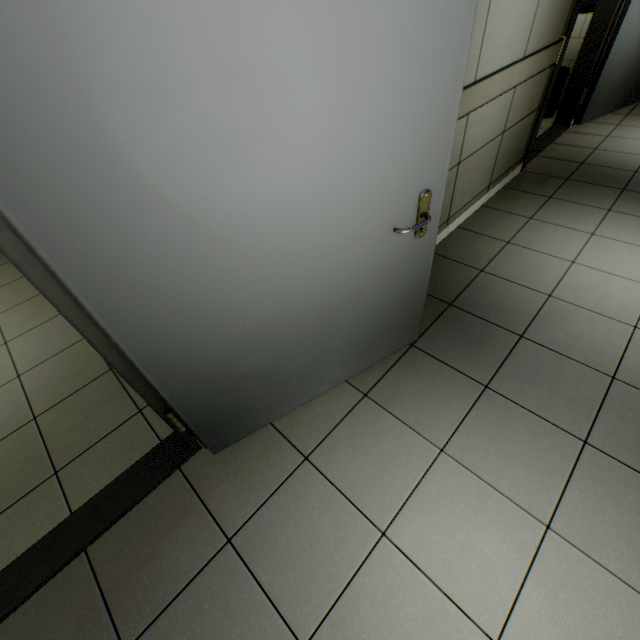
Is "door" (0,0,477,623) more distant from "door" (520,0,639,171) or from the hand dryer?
the hand dryer

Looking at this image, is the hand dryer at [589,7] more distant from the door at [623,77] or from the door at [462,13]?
the door at [462,13]

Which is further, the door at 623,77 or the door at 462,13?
the door at 623,77

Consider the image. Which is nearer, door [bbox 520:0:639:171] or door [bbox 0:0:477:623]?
door [bbox 0:0:477:623]

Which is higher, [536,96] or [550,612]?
[536,96]

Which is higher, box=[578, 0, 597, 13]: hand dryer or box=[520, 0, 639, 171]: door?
box=[578, 0, 597, 13]: hand dryer

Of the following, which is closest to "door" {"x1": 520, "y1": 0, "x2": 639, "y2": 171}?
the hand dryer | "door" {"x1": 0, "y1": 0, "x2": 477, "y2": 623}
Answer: the hand dryer
